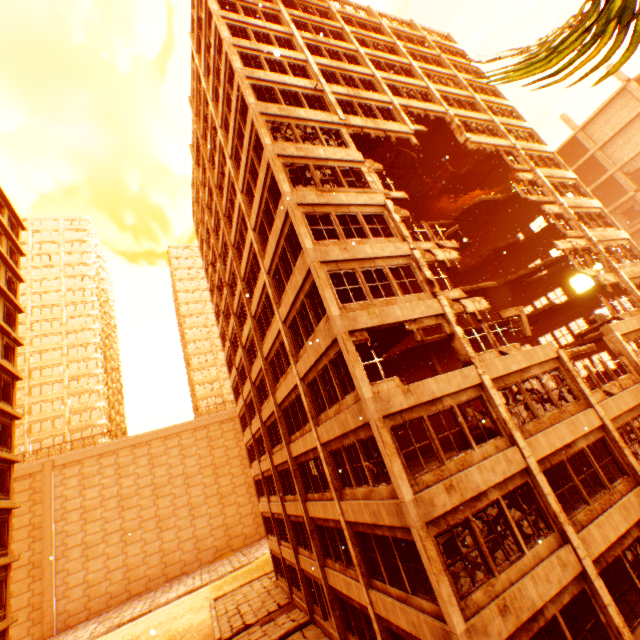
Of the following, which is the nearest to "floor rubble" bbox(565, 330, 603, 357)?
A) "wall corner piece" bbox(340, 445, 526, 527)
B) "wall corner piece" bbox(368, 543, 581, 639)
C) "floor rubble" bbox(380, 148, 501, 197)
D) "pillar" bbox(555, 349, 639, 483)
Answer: "pillar" bbox(555, 349, 639, 483)

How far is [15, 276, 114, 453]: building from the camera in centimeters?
5047cm

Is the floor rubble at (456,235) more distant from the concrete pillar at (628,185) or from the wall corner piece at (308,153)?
the concrete pillar at (628,185)

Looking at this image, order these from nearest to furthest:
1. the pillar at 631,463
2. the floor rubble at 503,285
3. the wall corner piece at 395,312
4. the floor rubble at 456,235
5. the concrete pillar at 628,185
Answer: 1. the wall corner piece at 395,312
2. the pillar at 631,463
3. the floor rubble at 456,235
4. the floor rubble at 503,285
5. the concrete pillar at 628,185

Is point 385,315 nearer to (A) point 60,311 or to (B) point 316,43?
(B) point 316,43

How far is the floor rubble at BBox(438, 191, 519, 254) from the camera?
21.0m

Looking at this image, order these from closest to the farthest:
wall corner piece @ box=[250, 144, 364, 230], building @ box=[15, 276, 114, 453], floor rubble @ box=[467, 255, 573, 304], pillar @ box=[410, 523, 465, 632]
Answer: pillar @ box=[410, 523, 465, 632] < wall corner piece @ box=[250, 144, 364, 230] < floor rubble @ box=[467, 255, 573, 304] < building @ box=[15, 276, 114, 453]

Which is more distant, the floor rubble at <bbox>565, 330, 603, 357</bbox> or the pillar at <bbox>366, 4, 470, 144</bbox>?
the pillar at <bbox>366, 4, 470, 144</bbox>
